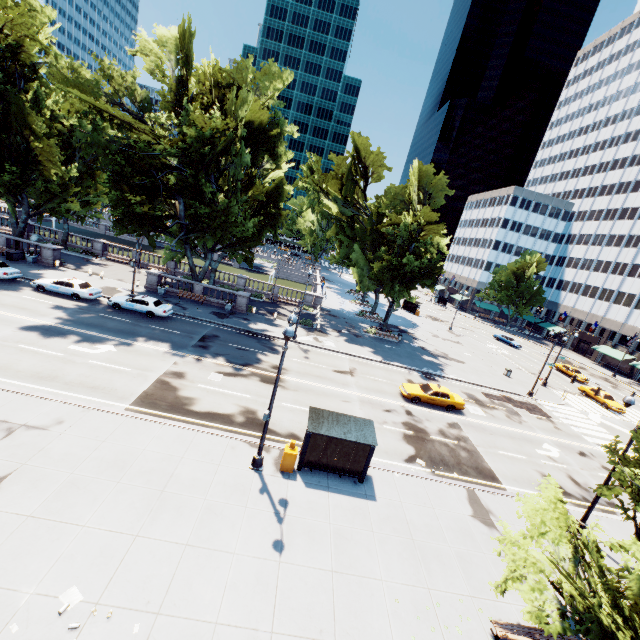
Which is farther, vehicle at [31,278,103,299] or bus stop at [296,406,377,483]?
vehicle at [31,278,103,299]

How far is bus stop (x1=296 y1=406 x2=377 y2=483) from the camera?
14.87m

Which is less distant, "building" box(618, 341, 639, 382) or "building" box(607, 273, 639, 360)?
"building" box(618, 341, 639, 382)

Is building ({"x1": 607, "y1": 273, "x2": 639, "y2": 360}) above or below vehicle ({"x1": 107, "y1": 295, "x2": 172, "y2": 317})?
above

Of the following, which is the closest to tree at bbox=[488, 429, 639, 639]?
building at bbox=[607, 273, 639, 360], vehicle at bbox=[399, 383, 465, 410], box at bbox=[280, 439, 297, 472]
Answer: building at bbox=[607, 273, 639, 360]

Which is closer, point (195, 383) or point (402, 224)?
point (195, 383)

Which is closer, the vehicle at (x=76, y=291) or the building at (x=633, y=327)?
the vehicle at (x=76, y=291)

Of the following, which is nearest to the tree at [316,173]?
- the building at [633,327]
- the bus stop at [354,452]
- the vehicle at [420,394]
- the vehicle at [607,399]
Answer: the building at [633,327]
